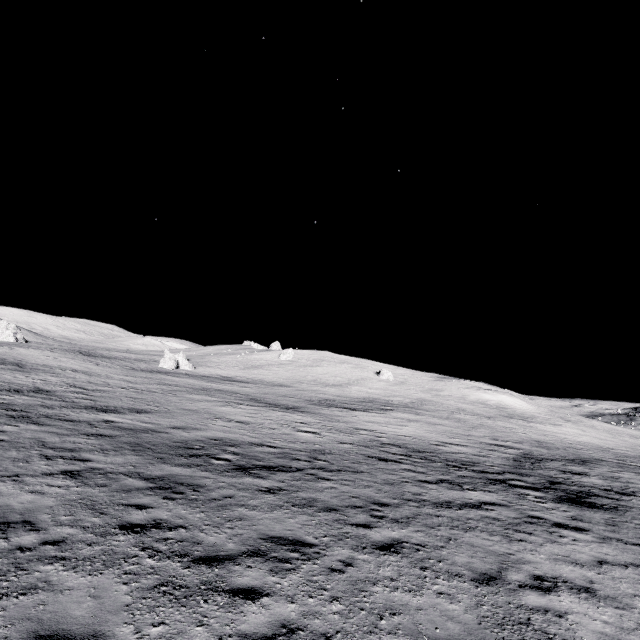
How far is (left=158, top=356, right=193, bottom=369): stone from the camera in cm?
5397

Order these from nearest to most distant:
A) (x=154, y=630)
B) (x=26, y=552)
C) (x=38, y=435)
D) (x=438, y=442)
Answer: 1. (x=154, y=630)
2. (x=26, y=552)
3. (x=38, y=435)
4. (x=438, y=442)

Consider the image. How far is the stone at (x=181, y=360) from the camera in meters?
54.0 m
